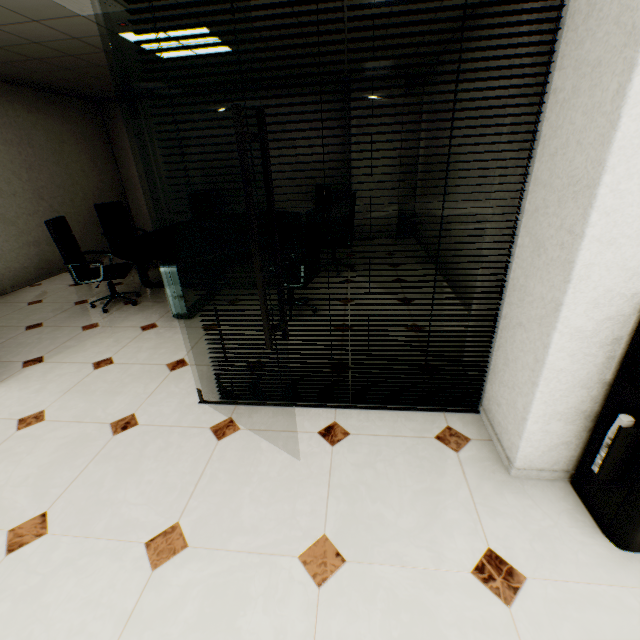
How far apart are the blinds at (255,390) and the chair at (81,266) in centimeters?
260cm

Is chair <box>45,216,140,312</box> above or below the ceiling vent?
below

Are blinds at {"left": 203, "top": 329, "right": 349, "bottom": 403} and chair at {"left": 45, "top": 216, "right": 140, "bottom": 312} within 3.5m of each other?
Result: yes

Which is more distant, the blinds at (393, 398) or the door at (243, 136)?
the blinds at (393, 398)

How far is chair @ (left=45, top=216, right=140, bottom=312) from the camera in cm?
376

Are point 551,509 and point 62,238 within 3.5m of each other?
no

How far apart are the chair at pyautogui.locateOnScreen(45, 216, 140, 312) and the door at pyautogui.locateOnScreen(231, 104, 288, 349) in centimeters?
344cm

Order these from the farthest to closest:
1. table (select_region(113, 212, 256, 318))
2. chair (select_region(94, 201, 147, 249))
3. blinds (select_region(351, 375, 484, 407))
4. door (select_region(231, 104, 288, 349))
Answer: chair (select_region(94, 201, 147, 249)), table (select_region(113, 212, 256, 318)), blinds (select_region(351, 375, 484, 407)), door (select_region(231, 104, 288, 349))
